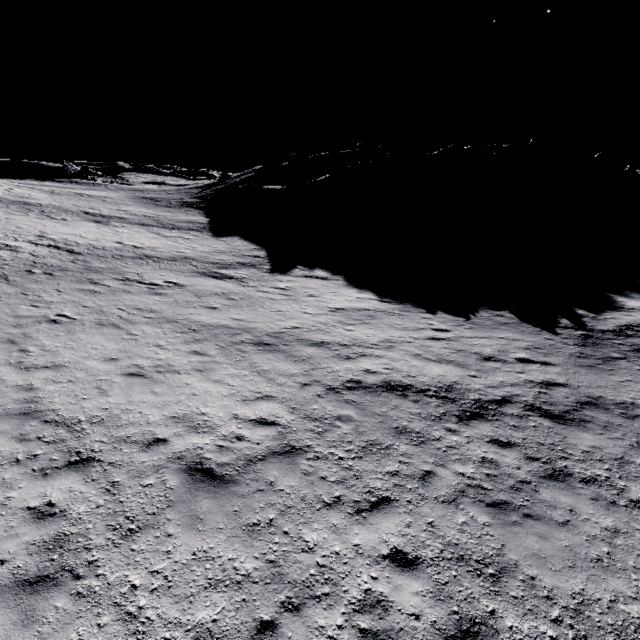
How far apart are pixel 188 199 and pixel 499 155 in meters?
54.8 m

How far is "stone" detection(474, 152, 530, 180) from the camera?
53.84m

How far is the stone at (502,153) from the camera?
53.84m
